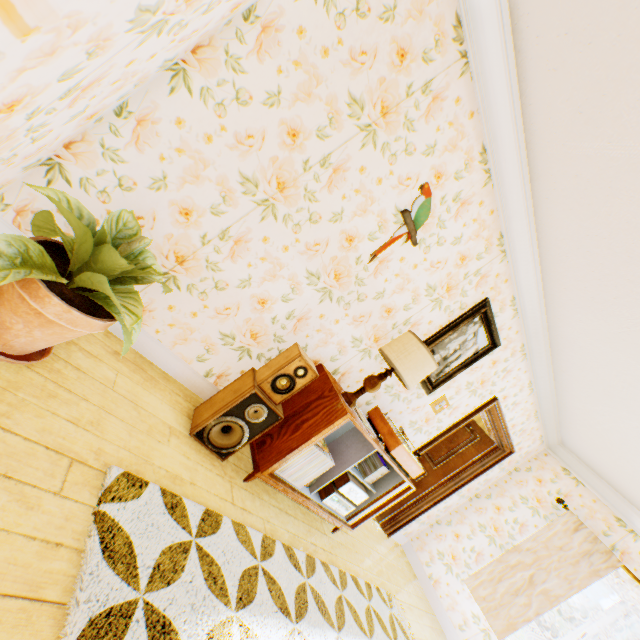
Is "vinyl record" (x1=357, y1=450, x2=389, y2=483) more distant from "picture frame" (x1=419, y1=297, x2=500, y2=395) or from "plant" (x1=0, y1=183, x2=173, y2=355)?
"plant" (x1=0, y1=183, x2=173, y2=355)

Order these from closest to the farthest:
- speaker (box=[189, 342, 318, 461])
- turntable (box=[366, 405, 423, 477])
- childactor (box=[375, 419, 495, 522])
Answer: speaker (box=[189, 342, 318, 461])
turntable (box=[366, 405, 423, 477])
childactor (box=[375, 419, 495, 522])

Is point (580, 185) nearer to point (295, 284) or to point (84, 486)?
point (295, 284)

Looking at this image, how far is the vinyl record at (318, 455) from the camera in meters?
2.6

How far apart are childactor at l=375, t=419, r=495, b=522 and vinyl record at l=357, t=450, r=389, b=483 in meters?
2.4 m

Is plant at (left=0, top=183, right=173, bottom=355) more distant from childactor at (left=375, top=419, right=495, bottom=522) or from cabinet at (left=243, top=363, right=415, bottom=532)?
childactor at (left=375, top=419, right=495, bottom=522)

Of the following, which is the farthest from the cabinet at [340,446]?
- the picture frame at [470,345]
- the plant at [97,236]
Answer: the plant at [97,236]

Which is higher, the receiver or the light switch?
the light switch
